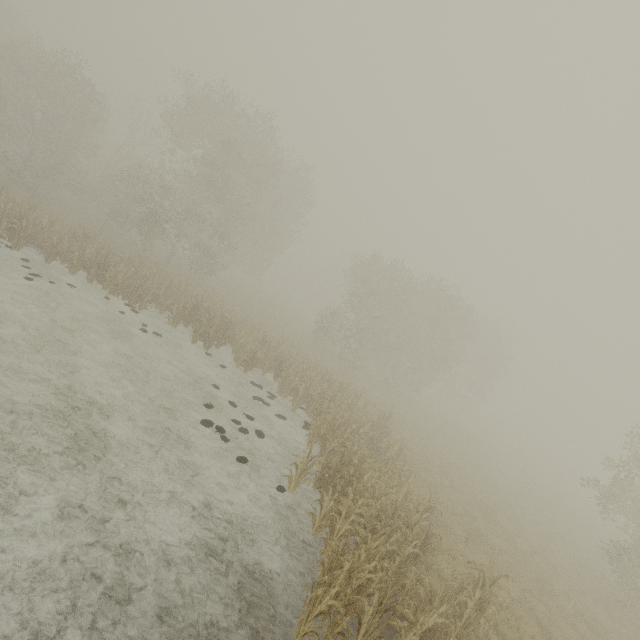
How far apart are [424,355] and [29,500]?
28.2m
